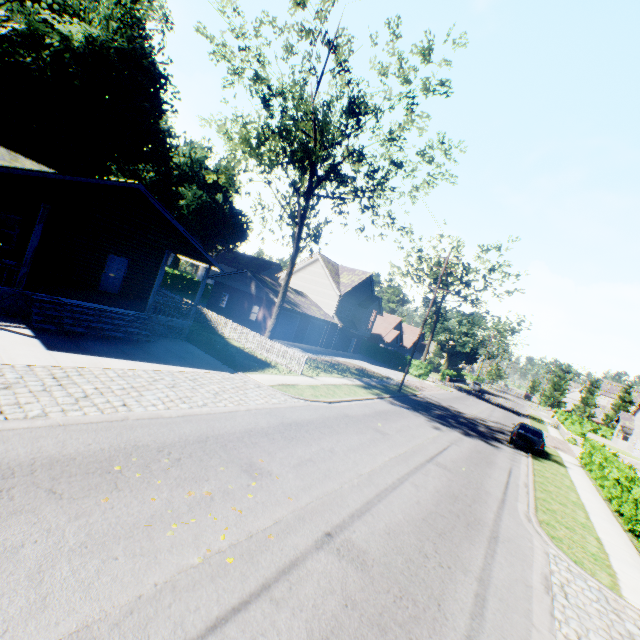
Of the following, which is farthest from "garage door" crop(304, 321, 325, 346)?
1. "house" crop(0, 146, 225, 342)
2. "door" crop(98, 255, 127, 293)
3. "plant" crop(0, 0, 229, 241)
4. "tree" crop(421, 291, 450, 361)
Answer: "plant" crop(0, 0, 229, 241)

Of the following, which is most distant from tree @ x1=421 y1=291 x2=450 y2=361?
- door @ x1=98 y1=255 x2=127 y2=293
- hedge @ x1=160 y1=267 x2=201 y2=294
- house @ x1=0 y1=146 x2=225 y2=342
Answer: door @ x1=98 y1=255 x2=127 y2=293

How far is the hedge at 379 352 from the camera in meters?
46.2 m

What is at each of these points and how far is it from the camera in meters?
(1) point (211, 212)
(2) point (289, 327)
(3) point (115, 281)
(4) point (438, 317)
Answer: (1) plant, 55.7
(2) garage door, 33.4
(3) door, 19.3
(4) tree, 47.2

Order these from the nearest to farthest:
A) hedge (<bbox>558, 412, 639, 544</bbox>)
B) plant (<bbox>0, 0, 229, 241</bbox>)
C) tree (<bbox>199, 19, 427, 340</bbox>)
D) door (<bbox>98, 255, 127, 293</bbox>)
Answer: hedge (<bbox>558, 412, 639, 544</bbox>)
tree (<bbox>199, 19, 427, 340</bbox>)
door (<bbox>98, 255, 127, 293</bbox>)
plant (<bbox>0, 0, 229, 241</bbox>)

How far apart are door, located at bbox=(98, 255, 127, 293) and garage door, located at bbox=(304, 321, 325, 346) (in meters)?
19.93

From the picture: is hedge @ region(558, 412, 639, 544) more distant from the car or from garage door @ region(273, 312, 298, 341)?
garage door @ region(273, 312, 298, 341)

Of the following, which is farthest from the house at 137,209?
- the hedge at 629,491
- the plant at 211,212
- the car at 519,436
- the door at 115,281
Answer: the car at 519,436
